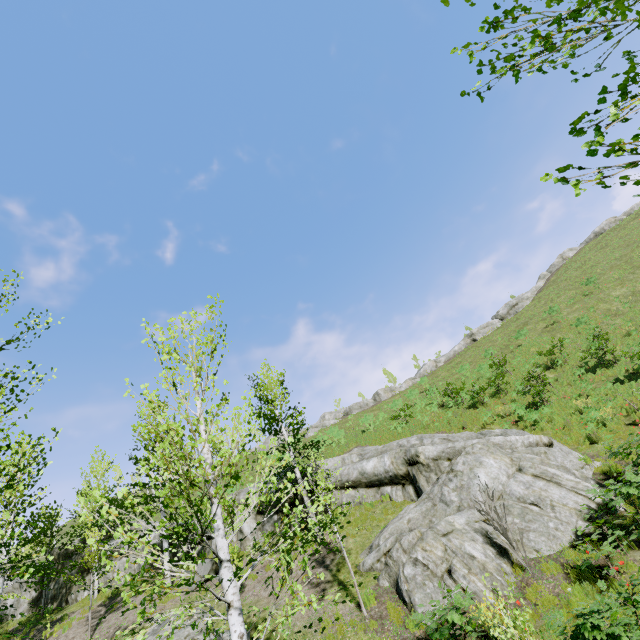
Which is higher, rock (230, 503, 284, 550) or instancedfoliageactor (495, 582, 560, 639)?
rock (230, 503, 284, 550)

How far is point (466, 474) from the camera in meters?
12.2

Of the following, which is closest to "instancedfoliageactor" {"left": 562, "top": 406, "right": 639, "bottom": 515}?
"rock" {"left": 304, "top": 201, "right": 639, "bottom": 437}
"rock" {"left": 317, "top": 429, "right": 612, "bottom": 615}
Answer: "rock" {"left": 317, "top": 429, "right": 612, "bottom": 615}

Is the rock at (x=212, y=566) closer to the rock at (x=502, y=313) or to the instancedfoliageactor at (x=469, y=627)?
the instancedfoliageactor at (x=469, y=627)

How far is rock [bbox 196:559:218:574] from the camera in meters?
15.2

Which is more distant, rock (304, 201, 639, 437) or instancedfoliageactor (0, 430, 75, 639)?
rock (304, 201, 639, 437)

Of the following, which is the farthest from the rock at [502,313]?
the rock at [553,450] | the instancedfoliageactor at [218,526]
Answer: the instancedfoliageactor at [218,526]
